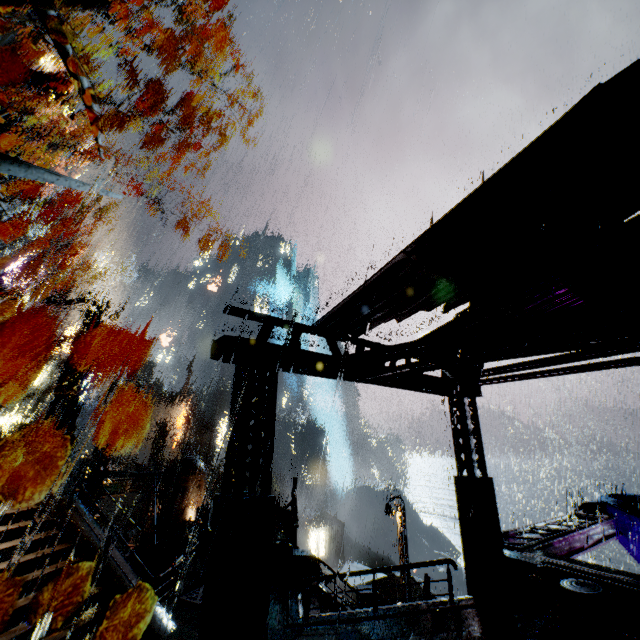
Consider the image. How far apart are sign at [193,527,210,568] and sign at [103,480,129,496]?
12.45m

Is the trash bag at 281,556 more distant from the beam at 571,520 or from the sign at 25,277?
the sign at 25,277

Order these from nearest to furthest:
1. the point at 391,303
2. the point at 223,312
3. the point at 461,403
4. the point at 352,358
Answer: the point at 352,358
the point at 223,312
the point at 391,303
the point at 461,403

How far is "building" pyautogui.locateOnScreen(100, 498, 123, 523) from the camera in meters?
40.0 m

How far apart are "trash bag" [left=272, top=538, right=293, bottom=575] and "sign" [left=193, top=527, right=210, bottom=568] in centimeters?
166cm

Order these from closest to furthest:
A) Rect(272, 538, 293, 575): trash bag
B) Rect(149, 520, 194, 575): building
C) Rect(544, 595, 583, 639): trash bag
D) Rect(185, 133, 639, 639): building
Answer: Rect(185, 133, 639, 639): building < Rect(544, 595, 583, 639): trash bag < Rect(272, 538, 293, 575): trash bag < Rect(149, 520, 194, 575): building

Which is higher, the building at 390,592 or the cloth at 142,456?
the cloth at 142,456

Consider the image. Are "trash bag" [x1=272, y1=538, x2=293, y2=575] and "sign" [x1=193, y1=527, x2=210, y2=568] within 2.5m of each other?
yes
